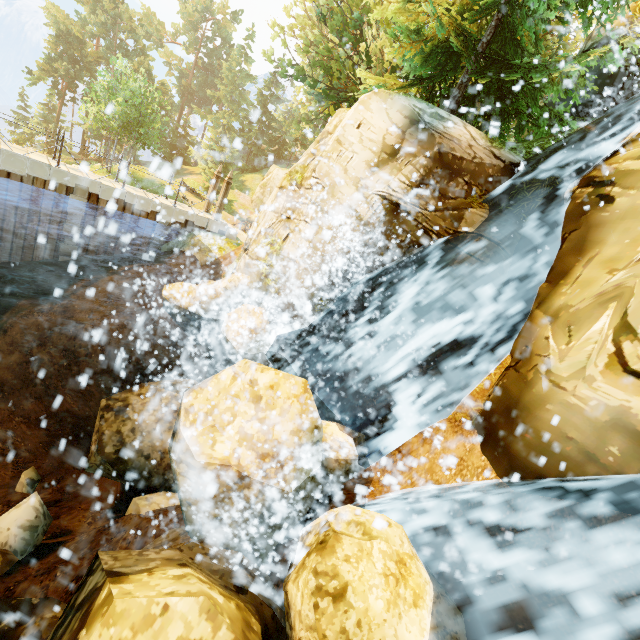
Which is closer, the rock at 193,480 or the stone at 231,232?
the rock at 193,480

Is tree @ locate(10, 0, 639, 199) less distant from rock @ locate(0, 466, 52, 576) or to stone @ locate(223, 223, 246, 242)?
stone @ locate(223, 223, 246, 242)

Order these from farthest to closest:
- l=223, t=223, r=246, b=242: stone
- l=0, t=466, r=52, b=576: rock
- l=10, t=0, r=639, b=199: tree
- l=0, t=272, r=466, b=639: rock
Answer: l=223, t=223, r=246, b=242: stone
l=10, t=0, r=639, b=199: tree
l=0, t=466, r=52, b=576: rock
l=0, t=272, r=466, b=639: rock

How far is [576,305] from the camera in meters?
5.4

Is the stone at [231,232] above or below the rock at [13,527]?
above

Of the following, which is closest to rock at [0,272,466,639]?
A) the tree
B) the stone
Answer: the tree
